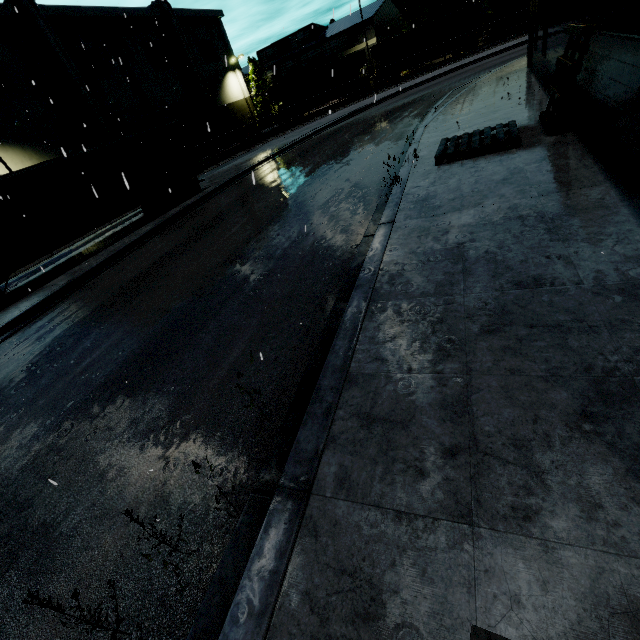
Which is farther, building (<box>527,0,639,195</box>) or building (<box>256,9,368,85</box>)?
building (<box>256,9,368,85</box>)

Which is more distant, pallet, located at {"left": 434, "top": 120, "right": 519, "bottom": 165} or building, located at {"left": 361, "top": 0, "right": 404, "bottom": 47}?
building, located at {"left": 361, "top": 0, "right": 404, "bottom": 47}

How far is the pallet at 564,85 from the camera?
6.6m

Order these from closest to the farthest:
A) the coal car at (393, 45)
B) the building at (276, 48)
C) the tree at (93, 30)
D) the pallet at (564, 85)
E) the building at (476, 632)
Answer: the building at (476, 632) < the pallet at (564, 85) < the tree at (93, 30) < the coal car at (393, 45) < the building at (276, 48)

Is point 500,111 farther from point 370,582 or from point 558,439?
point 370,582

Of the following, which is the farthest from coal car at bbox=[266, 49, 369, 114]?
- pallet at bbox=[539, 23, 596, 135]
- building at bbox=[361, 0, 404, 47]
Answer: pallet at bbox=[539, 23, 596, 135]

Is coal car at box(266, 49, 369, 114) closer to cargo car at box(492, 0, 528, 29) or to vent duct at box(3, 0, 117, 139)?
cargo car at box(492, 0, 528, 29)
